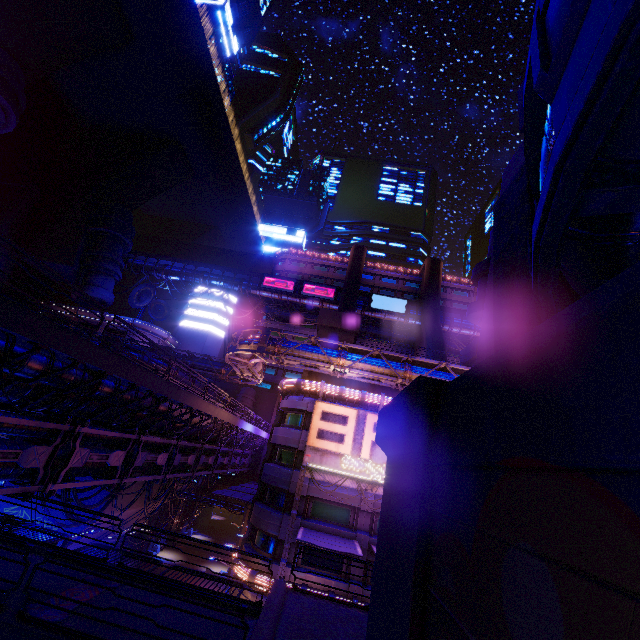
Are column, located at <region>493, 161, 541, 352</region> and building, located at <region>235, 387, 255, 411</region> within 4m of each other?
no

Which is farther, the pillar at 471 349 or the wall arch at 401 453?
the pillar at 471 349

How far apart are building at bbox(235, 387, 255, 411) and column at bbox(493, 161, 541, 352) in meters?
48.1

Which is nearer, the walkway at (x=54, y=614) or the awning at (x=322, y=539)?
the walkway at (x=54, y=614)

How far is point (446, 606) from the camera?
3.4 meters

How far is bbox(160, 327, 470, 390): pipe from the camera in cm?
2384

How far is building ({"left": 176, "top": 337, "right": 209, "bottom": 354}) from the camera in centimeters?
5903cm

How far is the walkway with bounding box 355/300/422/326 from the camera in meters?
58.7 m
